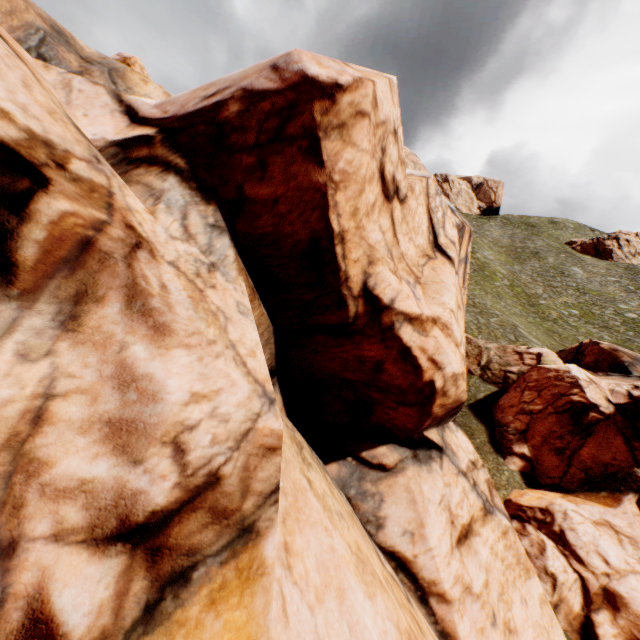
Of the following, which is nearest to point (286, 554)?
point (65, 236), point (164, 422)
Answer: point (164, 422)

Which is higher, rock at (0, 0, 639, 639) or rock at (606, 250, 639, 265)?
rock at (606, 250, 639, 265)

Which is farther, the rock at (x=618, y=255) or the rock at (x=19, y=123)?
the rock at (x=618, y=255)

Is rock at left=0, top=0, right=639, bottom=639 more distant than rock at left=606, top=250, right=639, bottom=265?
No

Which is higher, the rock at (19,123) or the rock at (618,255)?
the rock at (618,255)
